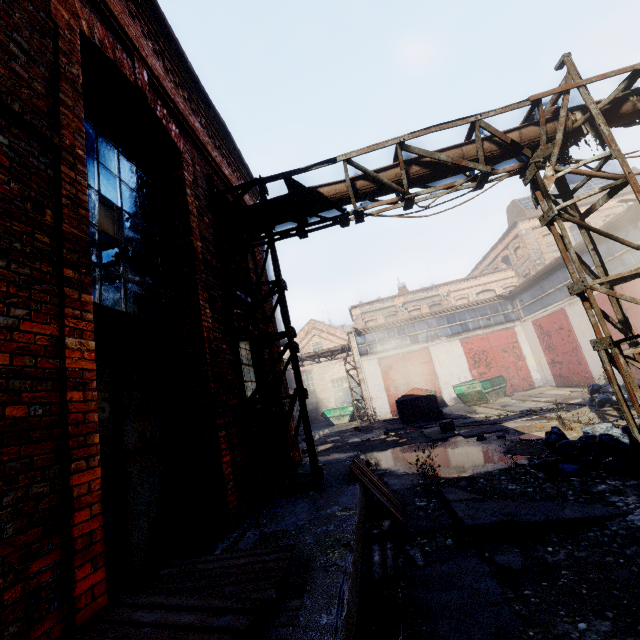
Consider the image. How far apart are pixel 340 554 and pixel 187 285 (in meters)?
3.86

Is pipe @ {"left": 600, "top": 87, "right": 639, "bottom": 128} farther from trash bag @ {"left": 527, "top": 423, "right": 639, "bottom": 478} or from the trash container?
the trash container

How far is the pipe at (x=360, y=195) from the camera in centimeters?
605cm

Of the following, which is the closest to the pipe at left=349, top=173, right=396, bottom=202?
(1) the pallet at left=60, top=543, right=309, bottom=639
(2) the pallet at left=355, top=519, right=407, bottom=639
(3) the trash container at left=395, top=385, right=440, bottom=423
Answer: (2) the pallet at left=355, top=519, right=407, bottom=639

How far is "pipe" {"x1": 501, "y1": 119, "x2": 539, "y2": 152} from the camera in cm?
570

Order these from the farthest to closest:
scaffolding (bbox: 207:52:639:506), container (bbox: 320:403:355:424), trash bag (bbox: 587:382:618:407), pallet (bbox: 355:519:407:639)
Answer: container (bbox: 320:403:355:424)
trash bag (bbox: 587:382:618:407)
scaffolding (bbox: 207:52:639:506)
pallet (bbox: 355:519:407:639)

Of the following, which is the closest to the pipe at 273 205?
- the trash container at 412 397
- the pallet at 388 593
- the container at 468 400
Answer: the pallet at 388 593

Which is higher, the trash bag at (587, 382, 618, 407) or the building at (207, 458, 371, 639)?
the building at (207, 458, 371, 639)
